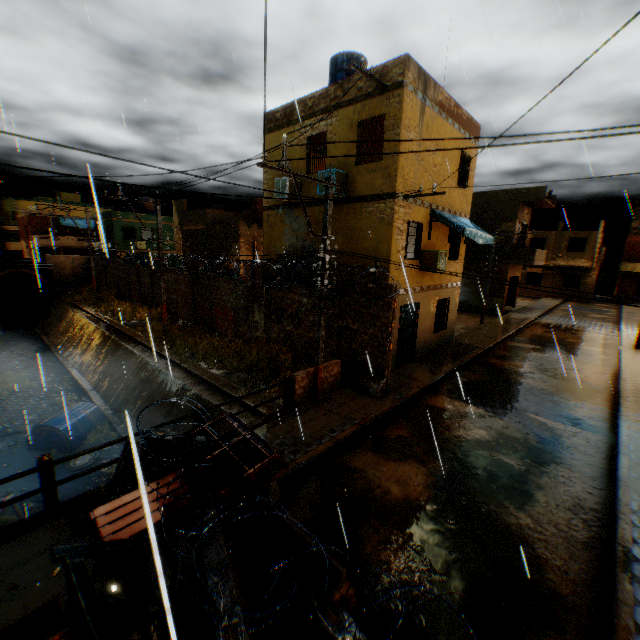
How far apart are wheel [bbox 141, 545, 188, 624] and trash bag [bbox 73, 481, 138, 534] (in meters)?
0.64

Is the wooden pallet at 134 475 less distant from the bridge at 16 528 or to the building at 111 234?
the bridge at 16 528

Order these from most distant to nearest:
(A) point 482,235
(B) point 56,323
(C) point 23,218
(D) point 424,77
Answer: (C) point 23,218, (B) point 56,323, (A) point 482,235, (D) point 424,77

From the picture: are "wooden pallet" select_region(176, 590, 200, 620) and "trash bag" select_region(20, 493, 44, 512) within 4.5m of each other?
no

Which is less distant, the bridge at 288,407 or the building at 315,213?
the bridge at 288,407

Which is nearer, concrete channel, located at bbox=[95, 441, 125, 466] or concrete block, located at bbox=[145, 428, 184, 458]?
concrete block, located at bbox=[145, 428, 184, 458]

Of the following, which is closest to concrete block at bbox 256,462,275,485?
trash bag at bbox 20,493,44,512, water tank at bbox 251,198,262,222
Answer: trash bag at bbox 20,493,44,512

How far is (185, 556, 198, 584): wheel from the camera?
3.7m
